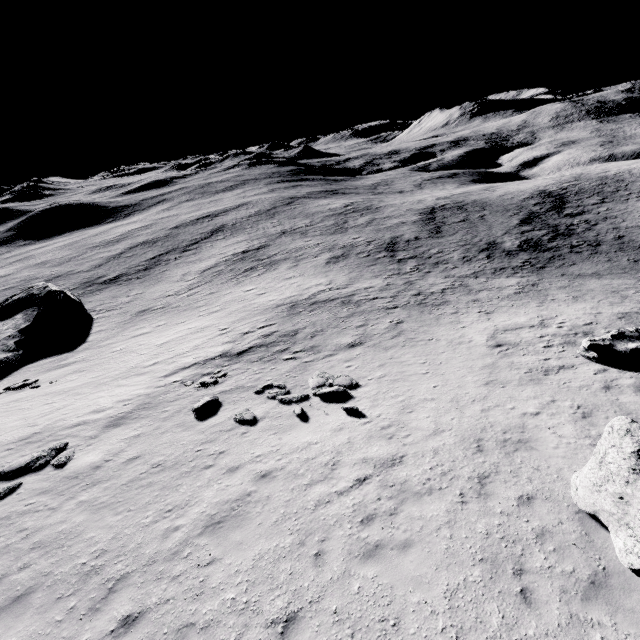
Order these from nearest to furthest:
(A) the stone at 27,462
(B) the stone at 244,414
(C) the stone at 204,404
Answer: (A) the stone at 27,462
(B) the stone at 244,414
(C) the stone at 204,404

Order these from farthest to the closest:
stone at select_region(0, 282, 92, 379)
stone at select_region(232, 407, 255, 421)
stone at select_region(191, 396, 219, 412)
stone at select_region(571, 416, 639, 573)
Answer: stone at select_region(0, 282, 92, 379) → stone at select_region(191, 396, 219, 412) → stone at select_region(232, 407, 255, 421) → stone at select_region(571, 416, 639, 573)

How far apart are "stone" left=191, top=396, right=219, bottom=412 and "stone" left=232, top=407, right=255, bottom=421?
1.5m

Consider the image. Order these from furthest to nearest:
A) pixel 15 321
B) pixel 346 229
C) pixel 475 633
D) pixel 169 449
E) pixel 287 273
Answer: pixel 346 229 < pixel 287 273 < pixel 15 321 < pixel 169 449 < pixel 475 633

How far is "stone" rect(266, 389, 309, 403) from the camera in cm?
1420

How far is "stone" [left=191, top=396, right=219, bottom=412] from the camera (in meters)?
14.07

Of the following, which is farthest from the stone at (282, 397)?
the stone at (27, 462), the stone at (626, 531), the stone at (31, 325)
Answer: the stone at (31, 325)
